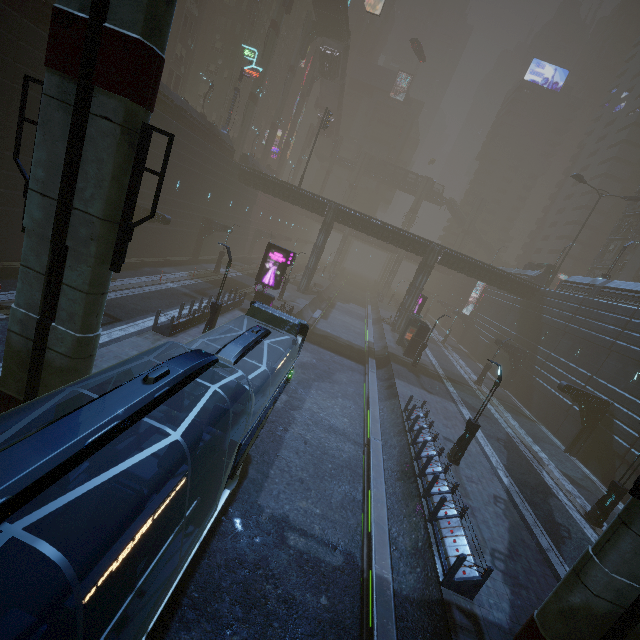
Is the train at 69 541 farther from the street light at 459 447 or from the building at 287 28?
the street light at 459 447

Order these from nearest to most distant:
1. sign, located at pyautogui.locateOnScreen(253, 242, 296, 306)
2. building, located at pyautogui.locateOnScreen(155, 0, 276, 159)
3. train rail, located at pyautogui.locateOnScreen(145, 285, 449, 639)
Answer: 1. train rail, located at pyautogui.locateOnScreen(145, 285, 449, 639)
2. sign, located at pyautogui.locateOnScreen(253, 242, 296, 306)
3. building, located at pyautogui.locateOnScreen(155, 0, 276, 159)

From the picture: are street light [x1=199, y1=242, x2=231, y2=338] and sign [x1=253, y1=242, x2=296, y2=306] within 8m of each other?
yes

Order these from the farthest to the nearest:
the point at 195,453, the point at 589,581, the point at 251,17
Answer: the point at 251,17, the point at 589,581, the point at 195,453

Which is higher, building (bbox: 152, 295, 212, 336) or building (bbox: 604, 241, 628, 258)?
building (bbox: 604, 241, 628, 258)

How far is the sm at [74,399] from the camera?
8.38m

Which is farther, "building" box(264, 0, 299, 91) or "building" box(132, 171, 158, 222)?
"building" box(264, 0, 299, 91)

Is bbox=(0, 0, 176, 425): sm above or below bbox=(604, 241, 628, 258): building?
below
